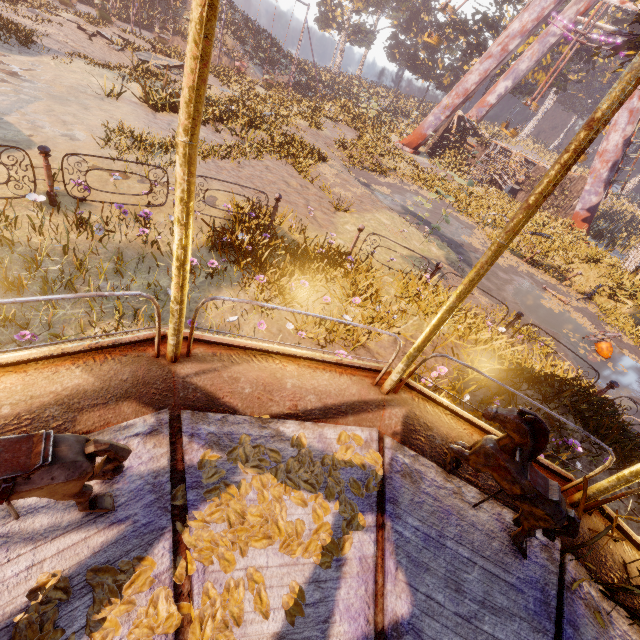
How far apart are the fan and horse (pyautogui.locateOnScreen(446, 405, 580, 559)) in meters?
10.6 m

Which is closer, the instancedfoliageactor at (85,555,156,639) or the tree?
the instancedfoliageactor at (85,555,156,639)

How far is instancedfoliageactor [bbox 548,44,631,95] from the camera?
32.5m

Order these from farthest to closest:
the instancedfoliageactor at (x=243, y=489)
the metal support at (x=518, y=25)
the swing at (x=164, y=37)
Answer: the swing at (x=164, y=37) < the metal support at (x=518, y=25) < the instancedfoliageactor at (x=243, y=489)

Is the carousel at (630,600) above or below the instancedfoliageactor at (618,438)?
above

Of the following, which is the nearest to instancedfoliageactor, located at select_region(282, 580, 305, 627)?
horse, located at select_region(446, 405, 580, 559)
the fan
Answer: horse, located at select_region(446, 405, 580, 559)

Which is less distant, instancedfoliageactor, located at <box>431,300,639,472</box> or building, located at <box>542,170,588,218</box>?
instancedfoliageactor, located at <box>431,300,639,472</box>

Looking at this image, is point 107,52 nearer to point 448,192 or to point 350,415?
point 448,192
